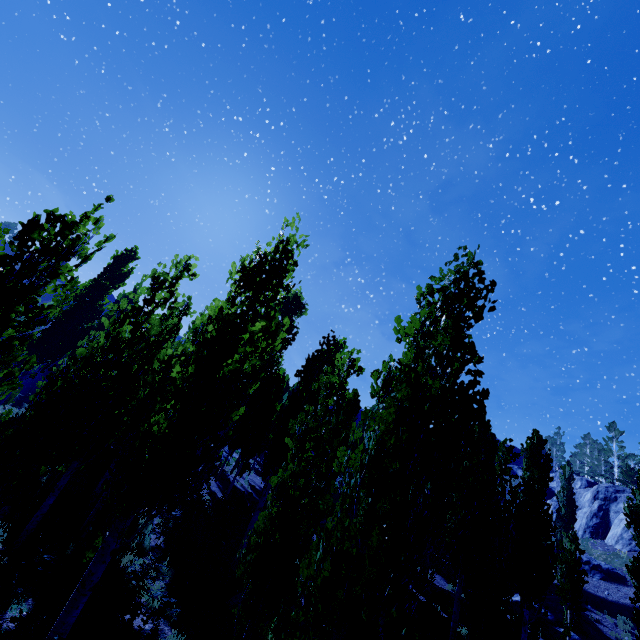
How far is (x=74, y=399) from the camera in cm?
524

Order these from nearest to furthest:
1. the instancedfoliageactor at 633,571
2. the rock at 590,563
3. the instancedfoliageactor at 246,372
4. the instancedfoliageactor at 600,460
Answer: the instancedfoliageactor at 246,372 → the instancedfoliageactor at 633,571 → the instancedfoliageactor at 600,460 → the rock at 590,563

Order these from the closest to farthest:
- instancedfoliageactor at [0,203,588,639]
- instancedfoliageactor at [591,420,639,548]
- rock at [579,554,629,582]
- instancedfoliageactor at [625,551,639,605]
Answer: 1. instancedfoliageactor at [0,203,588,639]
2. instancedfoliageactor at [625,551,639,605]
3. instancedfoliageactor at [591,420,639,548]
4. rock at [579,554,629,582]

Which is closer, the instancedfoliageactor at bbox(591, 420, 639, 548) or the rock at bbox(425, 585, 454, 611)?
the instancedfoliageactor at bbox(591, 420, 639, 548)

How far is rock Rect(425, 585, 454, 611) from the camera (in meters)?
17.97

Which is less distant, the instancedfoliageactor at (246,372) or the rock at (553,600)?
the instancedfoliageactor at (246,372)

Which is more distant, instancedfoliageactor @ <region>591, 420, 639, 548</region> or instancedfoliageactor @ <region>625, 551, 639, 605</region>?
instancedfoliageactor @ <region>591, 420, 639, 548</region>

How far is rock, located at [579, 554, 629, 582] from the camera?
26.4 meters
